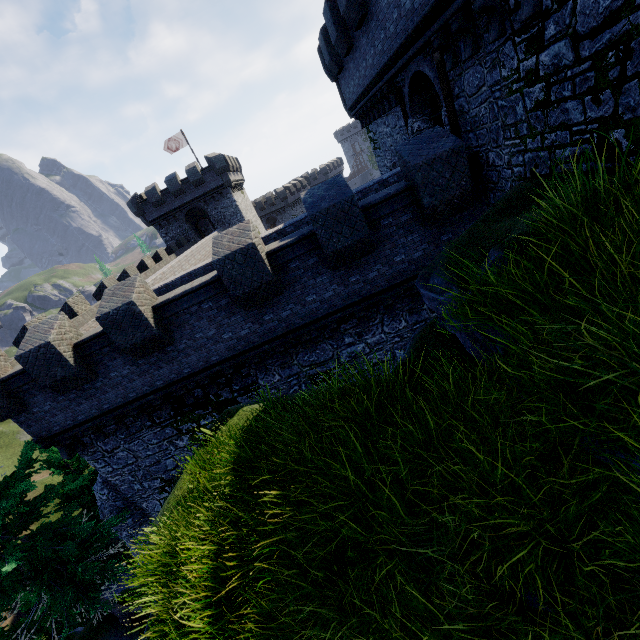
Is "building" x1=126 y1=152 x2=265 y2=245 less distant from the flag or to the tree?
the flag

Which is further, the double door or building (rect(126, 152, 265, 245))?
building (rect(126, 152, 265, 245))

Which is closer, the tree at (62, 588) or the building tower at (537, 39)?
the building tower at (537, 39)

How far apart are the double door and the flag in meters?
31.3

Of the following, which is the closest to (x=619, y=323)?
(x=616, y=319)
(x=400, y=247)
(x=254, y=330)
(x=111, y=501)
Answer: (x=616, y=319)

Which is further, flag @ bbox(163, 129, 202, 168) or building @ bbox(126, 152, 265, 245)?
flag @ bbox(163, 129, 202, 168)

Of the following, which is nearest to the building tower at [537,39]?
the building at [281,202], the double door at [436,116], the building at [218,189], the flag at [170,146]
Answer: the double door at [436,116]

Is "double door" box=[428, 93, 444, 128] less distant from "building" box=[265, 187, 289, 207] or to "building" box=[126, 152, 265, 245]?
"building" box=[126, 152, 265, 245]
